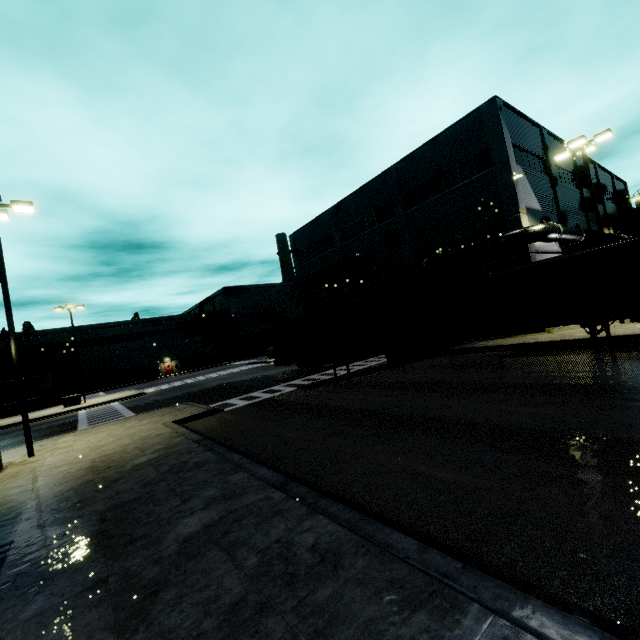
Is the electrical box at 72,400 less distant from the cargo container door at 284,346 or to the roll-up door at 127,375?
the roll-up door at 127,375

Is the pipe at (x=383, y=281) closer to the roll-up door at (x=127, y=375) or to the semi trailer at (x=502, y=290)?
the semi trailer at (x=502, y=290)

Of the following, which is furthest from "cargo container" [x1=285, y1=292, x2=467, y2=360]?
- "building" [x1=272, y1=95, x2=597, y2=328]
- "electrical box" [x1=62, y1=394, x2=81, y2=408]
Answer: "electrical box" [x1=62, y1=394, x2=81, y2=408]

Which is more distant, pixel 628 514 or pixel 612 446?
pixel 612 446

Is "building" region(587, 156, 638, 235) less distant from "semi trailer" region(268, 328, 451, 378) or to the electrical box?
"semi trailer" region(268, 328, 451, 378)

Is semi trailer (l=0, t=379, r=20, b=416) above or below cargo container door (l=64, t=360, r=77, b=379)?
below

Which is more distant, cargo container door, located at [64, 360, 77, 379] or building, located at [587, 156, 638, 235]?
cargo container door, located at [64, 360, 77, 379]

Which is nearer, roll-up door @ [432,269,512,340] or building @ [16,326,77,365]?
roll-up door @ [432,269,512,340]
